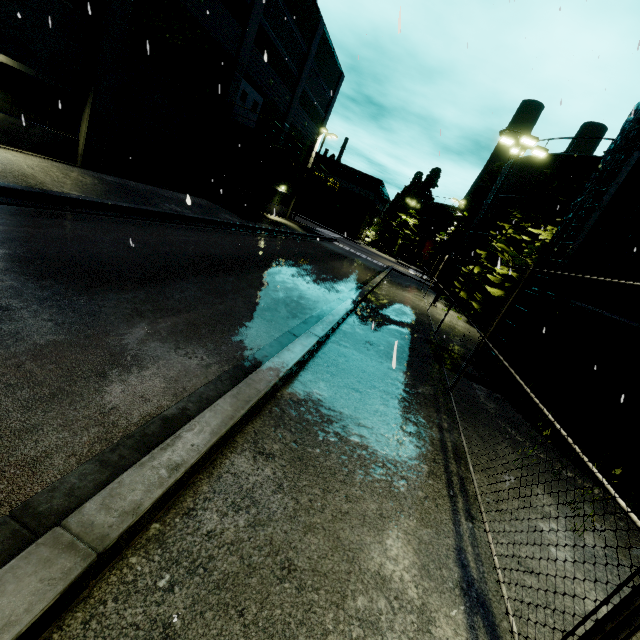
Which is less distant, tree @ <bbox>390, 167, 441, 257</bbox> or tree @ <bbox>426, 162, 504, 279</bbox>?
tree @ <bbox>426, 162, 504, 279</bbox>

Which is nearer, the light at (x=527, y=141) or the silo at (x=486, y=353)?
the silo at (x=486, y=353)

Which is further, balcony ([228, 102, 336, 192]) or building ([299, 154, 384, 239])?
building ([299, 154, 384, 239])

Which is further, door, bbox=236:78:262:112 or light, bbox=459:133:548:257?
door, bbox=236:78:262:112

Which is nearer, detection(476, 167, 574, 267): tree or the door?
detection(476, 167, 574, 267): tree

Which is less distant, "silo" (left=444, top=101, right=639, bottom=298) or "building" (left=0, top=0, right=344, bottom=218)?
"silo" (left=444, top=101, right=639, bottom=298)

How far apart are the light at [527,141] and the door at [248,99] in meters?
15.7 m

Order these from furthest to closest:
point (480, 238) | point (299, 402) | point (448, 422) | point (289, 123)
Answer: point (289, 123), point (480, 238), point (448, 422), point (299, 402)
